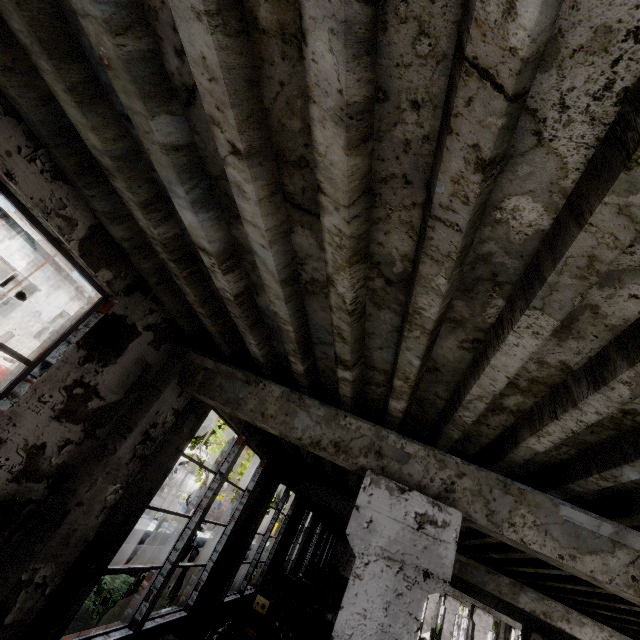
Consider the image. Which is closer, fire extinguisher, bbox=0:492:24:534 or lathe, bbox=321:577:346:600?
fire extinguisher, bbox=0:492:24:534

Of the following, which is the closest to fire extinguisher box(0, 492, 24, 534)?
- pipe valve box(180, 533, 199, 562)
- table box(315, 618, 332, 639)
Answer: pipe valve box(180, 533, 199, 562)

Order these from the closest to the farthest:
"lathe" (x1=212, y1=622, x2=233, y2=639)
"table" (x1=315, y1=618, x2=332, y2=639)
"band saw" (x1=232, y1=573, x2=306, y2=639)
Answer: "lathe" (x1=212, y1=622, x2=233, y2=639), "band saw" (x1=232, y1=573, x2=306, y2=639), "table" (x1=315, y1=618, x2=332, y2=639)

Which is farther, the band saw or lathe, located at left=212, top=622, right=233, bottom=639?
the band saw

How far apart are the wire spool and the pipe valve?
22.57m

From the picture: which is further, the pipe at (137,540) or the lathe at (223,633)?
the pipe at (137,540)

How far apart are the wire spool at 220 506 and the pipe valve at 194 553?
22.57m

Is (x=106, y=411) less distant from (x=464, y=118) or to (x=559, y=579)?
(x=464, y=118)
